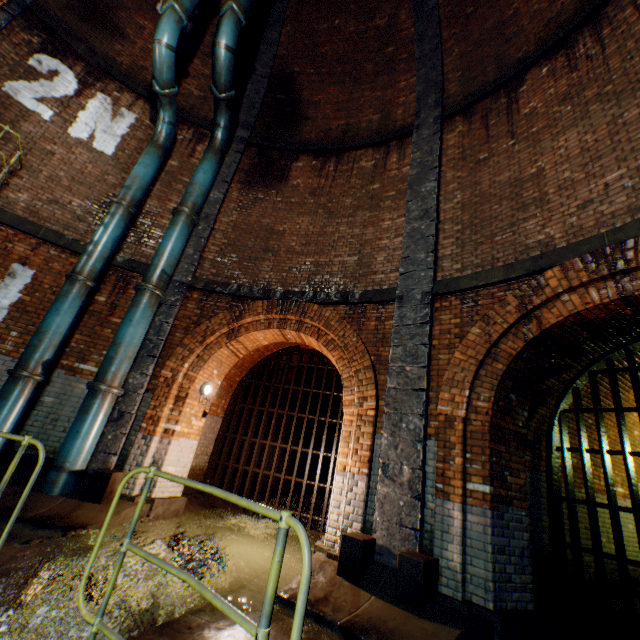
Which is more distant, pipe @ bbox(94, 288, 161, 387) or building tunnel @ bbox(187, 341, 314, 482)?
building tunnel @ bbox(187, 341, 314, 482)

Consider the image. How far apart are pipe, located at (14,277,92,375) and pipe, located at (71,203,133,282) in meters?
0.1 m

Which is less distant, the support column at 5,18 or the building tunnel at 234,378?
the support column at 5,18

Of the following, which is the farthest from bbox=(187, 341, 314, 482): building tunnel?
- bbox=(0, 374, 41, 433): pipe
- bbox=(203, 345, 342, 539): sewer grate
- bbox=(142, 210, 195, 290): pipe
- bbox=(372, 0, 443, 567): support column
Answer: bbox=(0, 374, 41, 433): pipe

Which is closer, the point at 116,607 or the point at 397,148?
the point at 116,607

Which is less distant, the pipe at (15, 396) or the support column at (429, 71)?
the support column at (429, 71)

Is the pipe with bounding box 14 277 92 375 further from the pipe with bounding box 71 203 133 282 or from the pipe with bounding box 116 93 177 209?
the pipe with bounding box 116 93 177 209

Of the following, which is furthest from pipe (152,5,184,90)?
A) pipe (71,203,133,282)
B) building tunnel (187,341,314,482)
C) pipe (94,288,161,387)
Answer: building tunnel (187,341,314,482)
